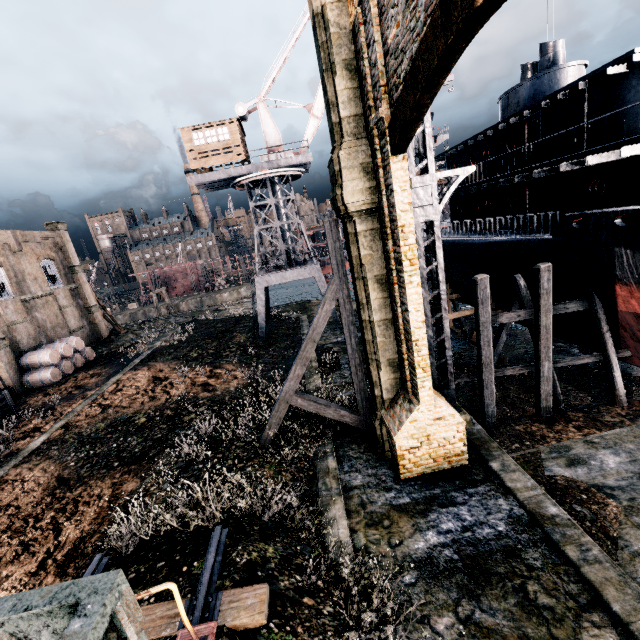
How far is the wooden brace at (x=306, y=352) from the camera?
11.67m

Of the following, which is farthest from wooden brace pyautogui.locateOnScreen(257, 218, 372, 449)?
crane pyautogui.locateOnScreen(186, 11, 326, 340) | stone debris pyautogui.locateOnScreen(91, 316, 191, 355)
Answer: stone debris pyautogui.locateOnScreen(91, 316, 191, 355)

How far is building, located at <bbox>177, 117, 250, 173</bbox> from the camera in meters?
25.8 m

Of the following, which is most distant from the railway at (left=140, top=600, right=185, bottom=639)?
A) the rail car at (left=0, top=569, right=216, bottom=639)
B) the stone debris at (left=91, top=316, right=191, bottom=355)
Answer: the stone debris at (left=91, top=316, right=191, bottom=355)

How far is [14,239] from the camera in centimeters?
2761cm

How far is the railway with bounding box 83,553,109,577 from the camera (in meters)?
7.23

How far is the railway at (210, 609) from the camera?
5.86m

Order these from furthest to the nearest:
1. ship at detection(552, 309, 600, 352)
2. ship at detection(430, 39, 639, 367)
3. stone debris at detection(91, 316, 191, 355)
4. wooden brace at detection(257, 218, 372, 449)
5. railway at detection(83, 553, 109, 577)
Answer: stone debris at detection(91, 316, 191, 355) → ship at detection(552, 309, 600, 352) → ship at detection(430, 39, 639, 367) → wooden brace at detection(257, 218, 372, 449) → railway at detection(83, 553, 109, 577)
